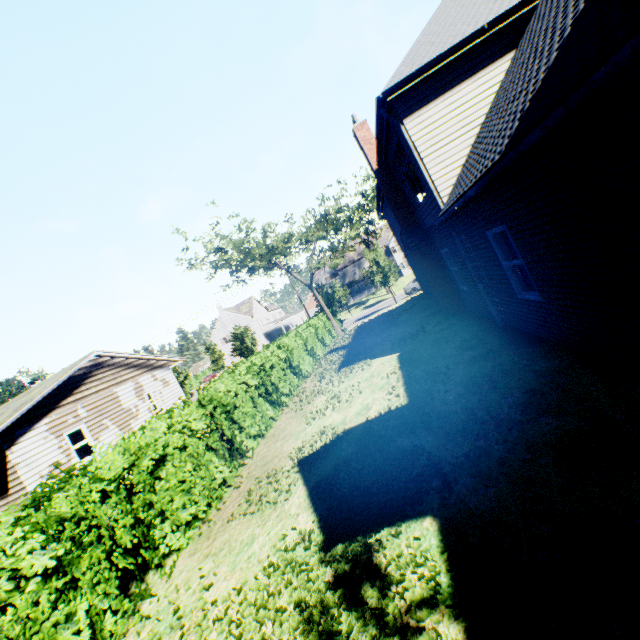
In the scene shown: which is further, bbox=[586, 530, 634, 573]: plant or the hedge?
the hedge

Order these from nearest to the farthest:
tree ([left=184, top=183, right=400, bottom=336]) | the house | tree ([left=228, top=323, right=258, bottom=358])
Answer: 1. the house
2. tree ([left=184, top=183, right=400, bottom=336])
3. tree ([left=228, top=323, right=258, bottom=358])

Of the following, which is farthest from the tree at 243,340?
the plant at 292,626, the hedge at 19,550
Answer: the hedge at 19,550

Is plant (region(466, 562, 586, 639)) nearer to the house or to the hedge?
the hedge

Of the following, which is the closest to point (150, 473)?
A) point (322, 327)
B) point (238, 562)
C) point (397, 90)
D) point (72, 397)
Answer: point (238, 562)

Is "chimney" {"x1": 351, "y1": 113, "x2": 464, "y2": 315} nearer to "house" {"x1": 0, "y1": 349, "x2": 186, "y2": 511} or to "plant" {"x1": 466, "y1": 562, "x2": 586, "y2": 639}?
"house" {"x1": 0, "y1": 349, "x2": 186, "y2": 511}

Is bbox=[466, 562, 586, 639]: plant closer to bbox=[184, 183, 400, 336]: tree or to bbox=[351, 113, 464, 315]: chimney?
bbox=[184, 183, 400, 336]: tree

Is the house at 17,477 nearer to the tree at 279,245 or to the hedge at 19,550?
the hedge at 19,550
